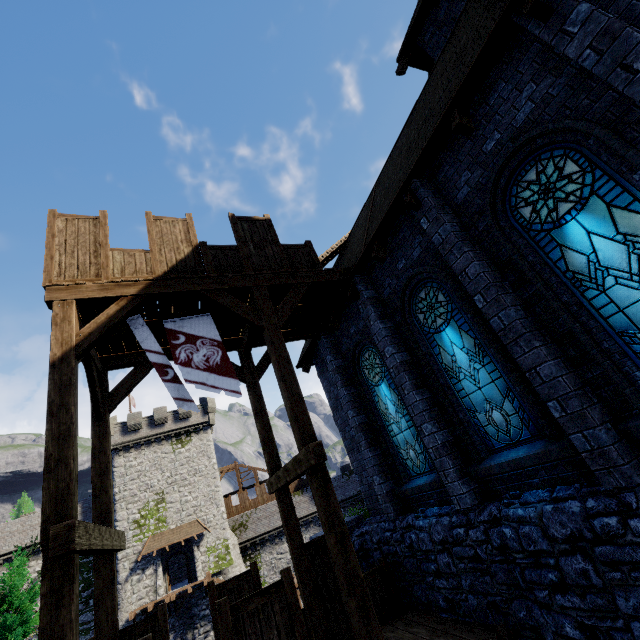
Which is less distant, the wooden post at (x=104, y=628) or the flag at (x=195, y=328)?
the wooden post at (x=104, y=628)

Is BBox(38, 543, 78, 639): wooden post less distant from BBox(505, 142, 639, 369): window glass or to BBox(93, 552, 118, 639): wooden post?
BBox(93, 552, 118, 639): wooden post

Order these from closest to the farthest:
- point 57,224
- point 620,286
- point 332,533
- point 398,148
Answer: point 620,286 → point 332,533 → point 57,224 → point 398,148

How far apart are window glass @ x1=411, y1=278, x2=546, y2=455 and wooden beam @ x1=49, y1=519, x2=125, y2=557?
6.55m

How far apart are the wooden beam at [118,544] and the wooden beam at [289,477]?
3.2m

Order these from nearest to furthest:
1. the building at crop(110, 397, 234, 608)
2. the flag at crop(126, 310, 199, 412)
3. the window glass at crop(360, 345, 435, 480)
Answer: the flag at crop(126, 310, 199, 412), the window glass at crop(360, 345, 435, 480), the building at crop(110, 397, 234, 608)

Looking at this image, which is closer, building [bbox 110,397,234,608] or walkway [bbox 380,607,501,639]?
walkway [bbox 380,607,501,639]

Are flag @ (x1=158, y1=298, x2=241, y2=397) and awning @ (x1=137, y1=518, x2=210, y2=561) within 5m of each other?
no
